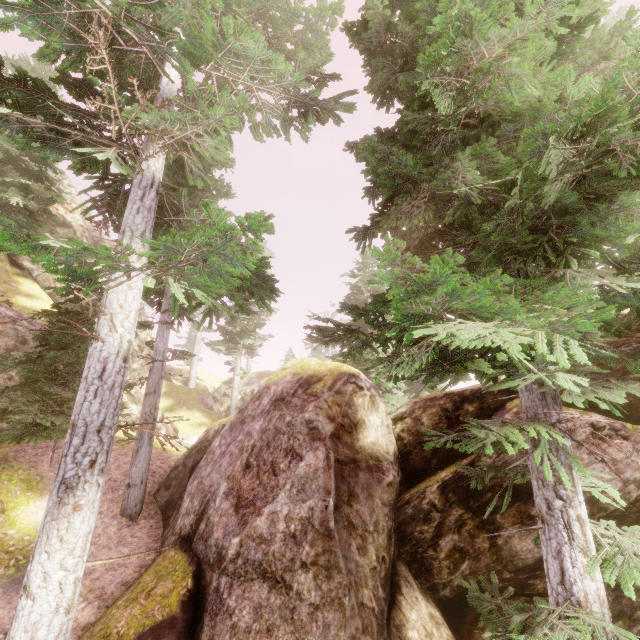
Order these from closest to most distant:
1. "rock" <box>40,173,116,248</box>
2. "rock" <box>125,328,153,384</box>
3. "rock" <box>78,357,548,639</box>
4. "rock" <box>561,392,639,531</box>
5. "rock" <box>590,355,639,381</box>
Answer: "rock" <box>78,357,548,639</box> < "rock" <box>561,392,639,531</box> < "rock" <box>590,355,639,381</box> < "rock" <box>40,173,116,248</box> < "rock" <box>125,328,153,384</box>

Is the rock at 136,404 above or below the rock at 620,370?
below

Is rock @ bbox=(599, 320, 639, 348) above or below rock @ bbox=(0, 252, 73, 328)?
below

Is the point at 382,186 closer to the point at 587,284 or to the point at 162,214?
the point at 587,284

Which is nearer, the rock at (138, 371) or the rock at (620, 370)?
the rock at (620, 370)

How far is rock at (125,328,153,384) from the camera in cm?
2420
